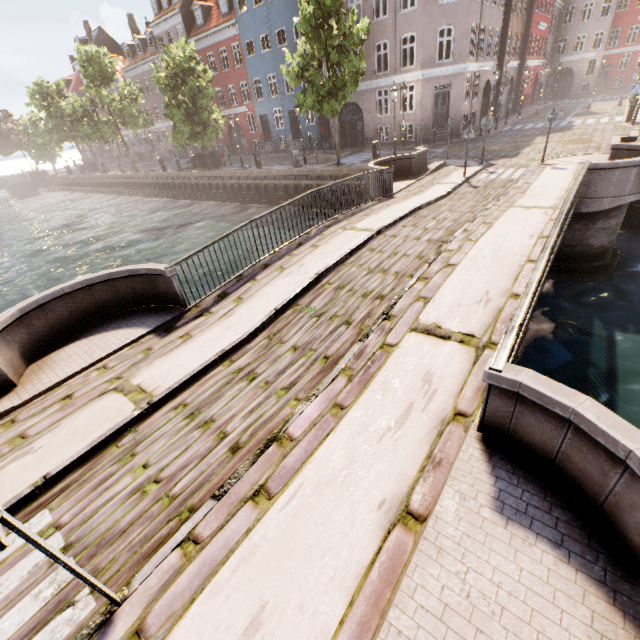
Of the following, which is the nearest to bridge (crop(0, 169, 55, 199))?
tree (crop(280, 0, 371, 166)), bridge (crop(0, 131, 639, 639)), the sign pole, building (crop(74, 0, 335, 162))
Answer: tree (crop(280, 0, 371, 166))

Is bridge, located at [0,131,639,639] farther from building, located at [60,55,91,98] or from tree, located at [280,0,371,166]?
building, located at [60,55,91,98]

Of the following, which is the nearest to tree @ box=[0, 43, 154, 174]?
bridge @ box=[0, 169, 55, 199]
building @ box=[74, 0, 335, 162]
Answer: bridge @ box=[0, 169, 55, 199]

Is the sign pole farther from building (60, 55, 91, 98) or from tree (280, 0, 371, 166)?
building (60, 55, 91, 98)

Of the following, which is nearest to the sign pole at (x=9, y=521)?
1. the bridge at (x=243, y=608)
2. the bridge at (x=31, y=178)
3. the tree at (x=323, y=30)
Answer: the bridge at (x=243, y=608)

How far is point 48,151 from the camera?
49.6 meters

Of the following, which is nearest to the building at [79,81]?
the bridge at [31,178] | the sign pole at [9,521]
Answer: the bridge at [31,178]

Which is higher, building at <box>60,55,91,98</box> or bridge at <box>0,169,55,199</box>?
building at <box>60,55,91,98</box>
